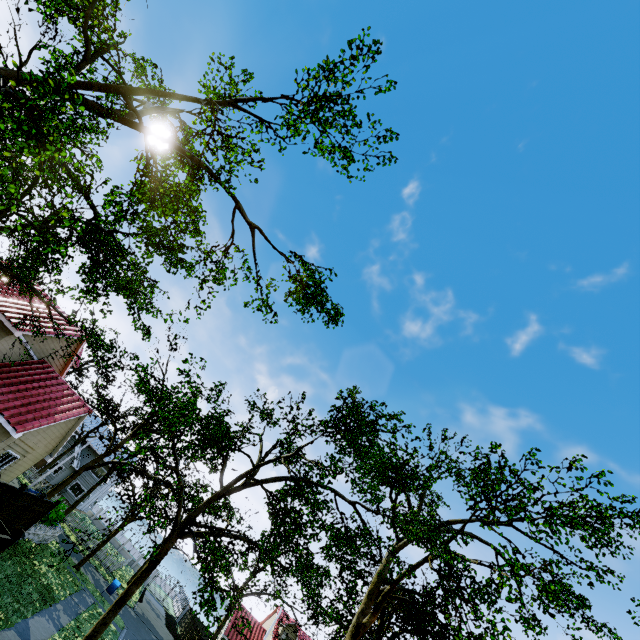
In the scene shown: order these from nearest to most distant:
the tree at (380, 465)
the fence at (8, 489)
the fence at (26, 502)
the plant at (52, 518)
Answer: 1. the fence at (26, 502)
2. the tree at (380, 465)
3. the fence at (8, 489)
4. the plant at (52, 518)

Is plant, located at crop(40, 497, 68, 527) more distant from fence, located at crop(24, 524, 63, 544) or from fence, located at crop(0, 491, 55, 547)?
fence, located at crop(0, 491, 55, 547)

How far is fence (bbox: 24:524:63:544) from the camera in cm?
1867

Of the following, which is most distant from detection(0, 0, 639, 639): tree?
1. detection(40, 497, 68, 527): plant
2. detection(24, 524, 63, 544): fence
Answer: detection(40, 497, 68, 527): plant

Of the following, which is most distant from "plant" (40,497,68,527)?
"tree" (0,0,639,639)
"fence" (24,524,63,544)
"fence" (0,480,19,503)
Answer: "tree" (0,0,639,639)

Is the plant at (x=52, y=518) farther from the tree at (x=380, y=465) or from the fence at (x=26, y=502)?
the tree at (x=380, y=465)

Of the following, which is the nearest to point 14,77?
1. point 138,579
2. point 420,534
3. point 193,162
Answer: point 193,162

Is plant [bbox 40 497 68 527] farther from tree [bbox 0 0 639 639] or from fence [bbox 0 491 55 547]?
tree [bbox 0 0 639 639]
